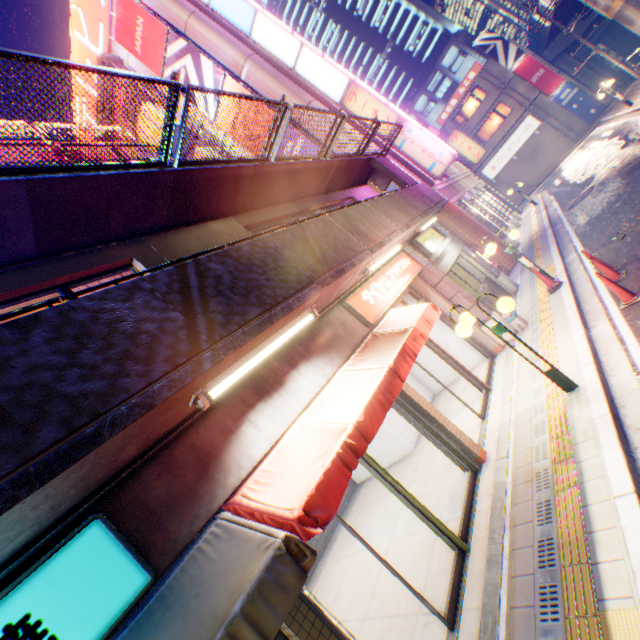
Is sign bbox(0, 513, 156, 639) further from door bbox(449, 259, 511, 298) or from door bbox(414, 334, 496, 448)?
door bbox(449, 259, 511, 298)

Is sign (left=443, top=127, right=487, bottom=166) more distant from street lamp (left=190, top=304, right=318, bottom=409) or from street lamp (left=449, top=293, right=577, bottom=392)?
street lamp (left=190, top=304, right=318, bottom=409)

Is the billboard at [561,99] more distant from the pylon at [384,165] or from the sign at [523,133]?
the pylon at [384,165]

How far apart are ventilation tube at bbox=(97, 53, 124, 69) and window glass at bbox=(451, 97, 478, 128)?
31.3m

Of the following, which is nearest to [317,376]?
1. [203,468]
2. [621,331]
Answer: [203,468]

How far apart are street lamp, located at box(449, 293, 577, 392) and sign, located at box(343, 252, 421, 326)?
1.4m

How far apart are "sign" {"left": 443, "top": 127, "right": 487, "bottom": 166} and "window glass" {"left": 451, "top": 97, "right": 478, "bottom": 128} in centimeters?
1047cm

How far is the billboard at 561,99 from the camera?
30.34m
